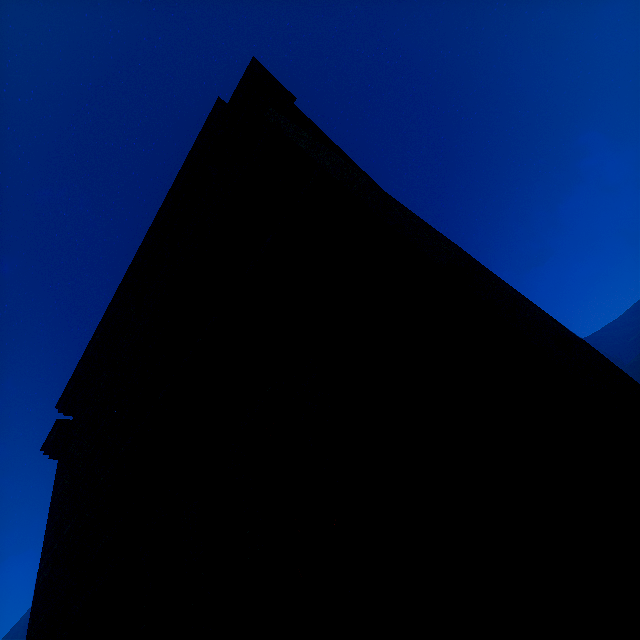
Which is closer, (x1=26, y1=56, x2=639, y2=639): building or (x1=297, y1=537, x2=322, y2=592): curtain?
(x1=26, y1=56, x2=639, y2=639): building

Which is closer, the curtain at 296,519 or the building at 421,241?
the building at 421,241

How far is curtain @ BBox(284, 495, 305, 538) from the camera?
2.54m

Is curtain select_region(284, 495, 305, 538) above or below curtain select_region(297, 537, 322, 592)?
above

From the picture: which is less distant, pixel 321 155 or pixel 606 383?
pixel 606 383
